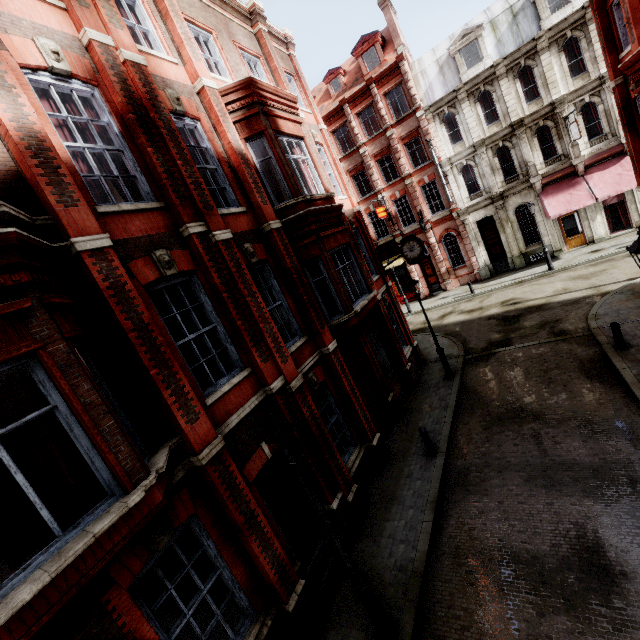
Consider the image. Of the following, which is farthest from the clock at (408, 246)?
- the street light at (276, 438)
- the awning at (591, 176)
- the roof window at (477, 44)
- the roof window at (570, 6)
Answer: the roof window at (570, 6)

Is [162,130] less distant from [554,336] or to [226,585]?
[226,585]

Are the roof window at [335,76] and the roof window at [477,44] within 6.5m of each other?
no

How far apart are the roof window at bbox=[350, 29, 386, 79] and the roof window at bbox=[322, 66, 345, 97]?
1.47m

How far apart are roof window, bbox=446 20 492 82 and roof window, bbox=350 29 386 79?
4.67m

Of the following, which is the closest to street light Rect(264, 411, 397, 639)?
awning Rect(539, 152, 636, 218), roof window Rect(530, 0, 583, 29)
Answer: awning Rect(539, 152, 636, 218)

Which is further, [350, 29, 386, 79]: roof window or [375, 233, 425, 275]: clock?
[350, 29, 386, 79]: roof window

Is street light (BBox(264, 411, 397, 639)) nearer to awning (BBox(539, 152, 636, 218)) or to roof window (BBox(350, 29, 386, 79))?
awning (BBox(539, 152, 636, 218))
